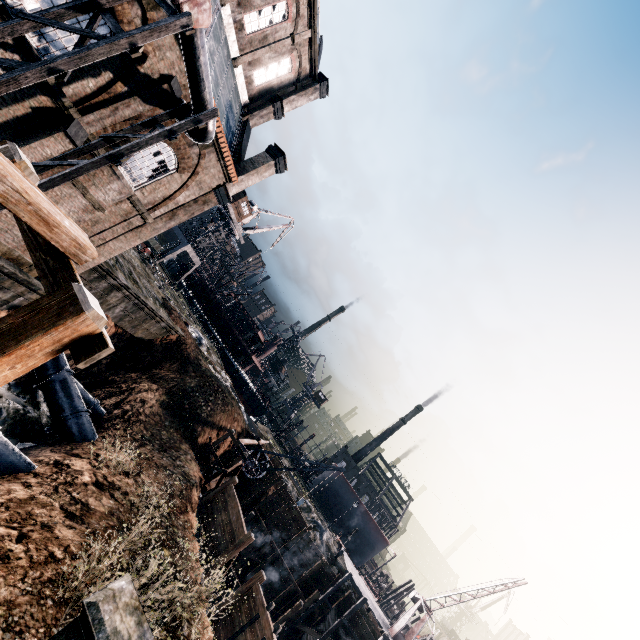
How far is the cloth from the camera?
28.52m

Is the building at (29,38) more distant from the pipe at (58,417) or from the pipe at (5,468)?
the pipe at (5,468)

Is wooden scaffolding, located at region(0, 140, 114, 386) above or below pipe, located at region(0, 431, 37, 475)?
above

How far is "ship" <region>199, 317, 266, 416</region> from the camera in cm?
5766

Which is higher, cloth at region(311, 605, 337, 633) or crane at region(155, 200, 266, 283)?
crane at region(155, 200, 266, 283)

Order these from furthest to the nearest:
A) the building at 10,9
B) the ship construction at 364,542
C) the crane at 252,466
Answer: the ship construction at 364,542 → the crane at 252,466 → the building at 10,9

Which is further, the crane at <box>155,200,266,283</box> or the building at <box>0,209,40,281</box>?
the crane at <box>155,200,266,283</box>

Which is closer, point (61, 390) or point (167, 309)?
point (61, 390)
